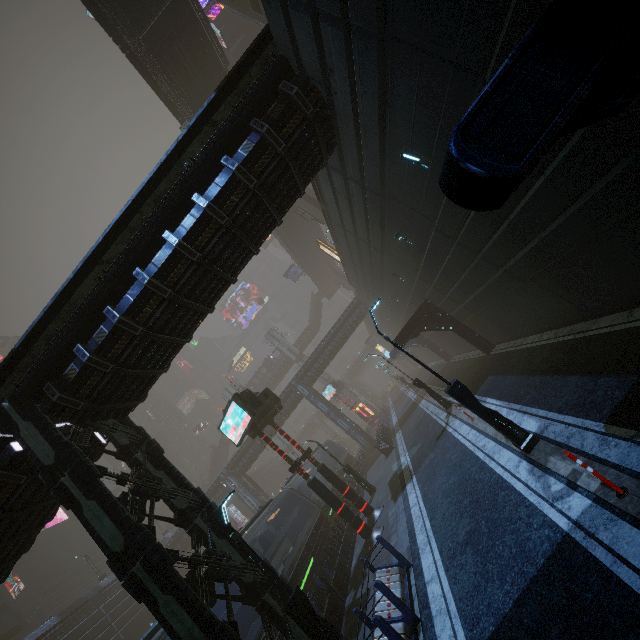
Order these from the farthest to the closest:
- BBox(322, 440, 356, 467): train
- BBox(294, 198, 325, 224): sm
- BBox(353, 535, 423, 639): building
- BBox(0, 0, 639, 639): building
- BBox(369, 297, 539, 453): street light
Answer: BBox(322, 440, 356, 467): train, BBox(294, 198, 325, 224): sm, BBox(369, 297, 539, 453): street light, BBox(353, 535, 423, 639): building, BBox(0, 0, 639, 639): building

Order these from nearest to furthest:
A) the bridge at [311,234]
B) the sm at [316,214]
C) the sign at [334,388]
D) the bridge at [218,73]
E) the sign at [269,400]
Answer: the sign at [269,400] → the bridge at [218,73] → the sm at [316,214] → the bridge at [311,234] → the sign at [334,388]

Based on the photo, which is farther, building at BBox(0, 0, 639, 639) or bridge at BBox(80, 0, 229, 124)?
bridge at BBox(80, 0, 229, 124)

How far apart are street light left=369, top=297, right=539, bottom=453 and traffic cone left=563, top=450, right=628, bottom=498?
3.0 meters

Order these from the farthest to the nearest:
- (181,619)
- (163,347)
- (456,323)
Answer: (456,323)
(163,347)
(181,619)

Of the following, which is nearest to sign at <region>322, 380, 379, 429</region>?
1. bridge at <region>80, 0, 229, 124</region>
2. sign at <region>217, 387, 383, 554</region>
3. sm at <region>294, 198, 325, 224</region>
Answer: sm at <region>294, 198, 325, 224</region>

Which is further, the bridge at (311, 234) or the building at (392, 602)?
the bridge at (311, 234)

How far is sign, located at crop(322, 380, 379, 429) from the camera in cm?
4375
